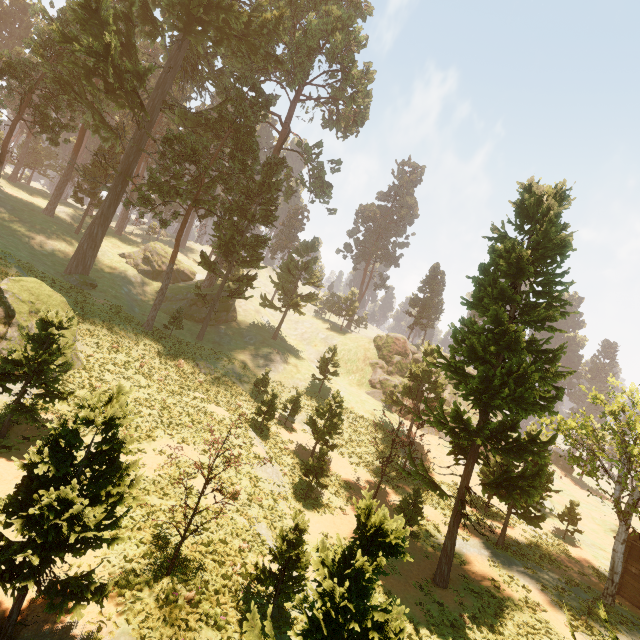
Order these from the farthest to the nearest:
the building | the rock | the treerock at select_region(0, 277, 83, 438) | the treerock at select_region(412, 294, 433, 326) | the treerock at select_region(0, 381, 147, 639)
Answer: the treerock at select_region(412, 294, 433, 326) → the rock → the building → the treerock at select_region(0, 277, 83, 438) → the treerock at select_region(0, 381, 147, 639)

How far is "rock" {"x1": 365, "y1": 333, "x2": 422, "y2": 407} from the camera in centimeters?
4769cm

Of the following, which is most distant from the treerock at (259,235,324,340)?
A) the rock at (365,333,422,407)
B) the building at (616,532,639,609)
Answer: the rock at (365,333,422,407)

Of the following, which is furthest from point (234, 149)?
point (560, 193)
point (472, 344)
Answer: point (472, 344)

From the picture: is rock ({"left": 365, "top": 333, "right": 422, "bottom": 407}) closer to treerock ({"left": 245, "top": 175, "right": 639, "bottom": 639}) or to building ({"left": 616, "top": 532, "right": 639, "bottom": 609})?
treerock ({"left": 245, "top": 175, "right": 639, "bottom": 639})

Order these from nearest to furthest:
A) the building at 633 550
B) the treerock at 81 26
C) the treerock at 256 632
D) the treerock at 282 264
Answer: the treerock at 256 632 < the building at 633 550 < the treerock at 81 26 < the treerock at 282 264

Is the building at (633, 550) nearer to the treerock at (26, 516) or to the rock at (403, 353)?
the treerock at (26, 516)

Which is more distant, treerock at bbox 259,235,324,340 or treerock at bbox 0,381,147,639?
treerock at bbox 259,235,324,340
